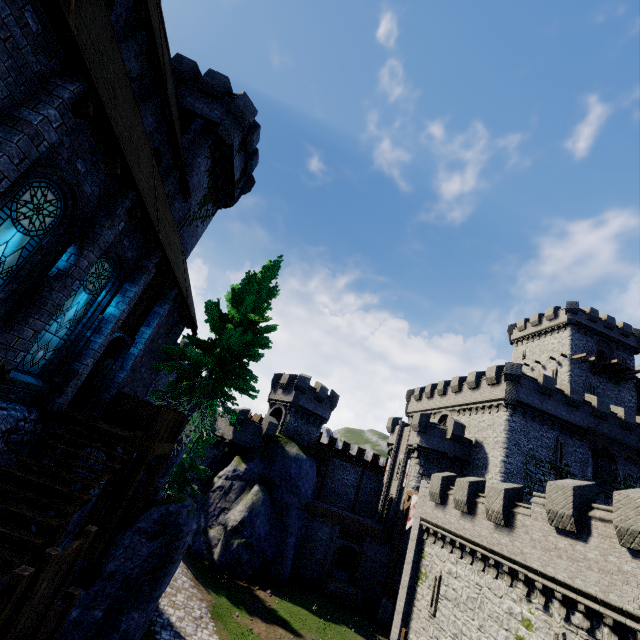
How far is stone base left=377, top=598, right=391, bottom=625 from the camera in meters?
25.1

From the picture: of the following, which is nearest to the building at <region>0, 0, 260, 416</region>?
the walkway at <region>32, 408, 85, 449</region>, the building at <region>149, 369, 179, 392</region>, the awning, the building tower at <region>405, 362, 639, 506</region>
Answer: the walkway at <region>32, 408, 85, 449</region>

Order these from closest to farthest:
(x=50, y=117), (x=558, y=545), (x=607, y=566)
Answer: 1. (x=50, y=117)
2. (x=607, y=566)
3. (x=558, y=545)

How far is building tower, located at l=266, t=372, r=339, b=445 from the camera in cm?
3572

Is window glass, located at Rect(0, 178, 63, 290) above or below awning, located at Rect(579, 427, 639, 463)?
below

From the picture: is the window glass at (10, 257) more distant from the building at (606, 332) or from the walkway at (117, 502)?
the building at (606, 332)

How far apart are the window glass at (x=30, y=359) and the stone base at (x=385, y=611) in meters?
29.9 m

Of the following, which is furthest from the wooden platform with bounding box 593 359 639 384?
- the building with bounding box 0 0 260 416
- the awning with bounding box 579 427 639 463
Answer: the building with bounding box 0 0 260 416
